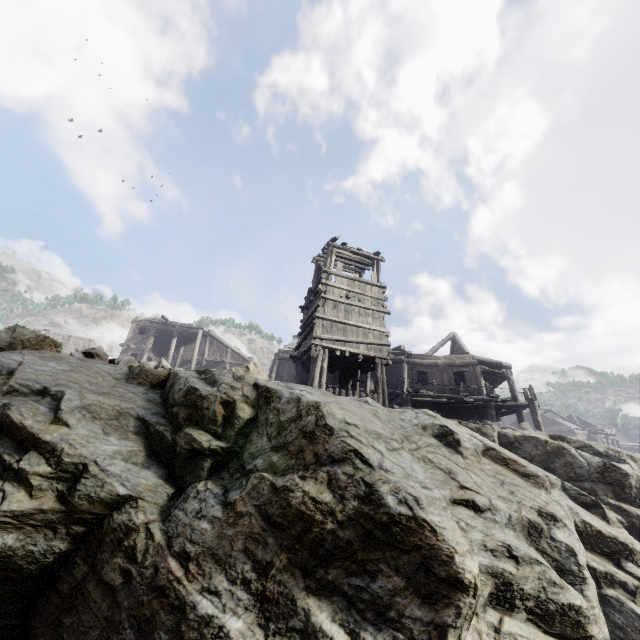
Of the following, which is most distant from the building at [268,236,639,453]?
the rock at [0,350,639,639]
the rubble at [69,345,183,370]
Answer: the rubble at [69,345,183,370]

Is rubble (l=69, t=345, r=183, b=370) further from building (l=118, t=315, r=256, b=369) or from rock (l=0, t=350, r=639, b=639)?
building (l=118, t=315, r=256, b=369)

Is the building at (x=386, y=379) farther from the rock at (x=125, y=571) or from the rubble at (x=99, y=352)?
the rubble at (x=99, y=352)

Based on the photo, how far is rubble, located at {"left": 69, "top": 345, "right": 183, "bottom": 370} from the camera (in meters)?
6.76

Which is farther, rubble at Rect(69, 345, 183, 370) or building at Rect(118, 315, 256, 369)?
building at Rect(118, 315, 256, 369)

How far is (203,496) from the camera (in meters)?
4.13

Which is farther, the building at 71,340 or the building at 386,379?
the building at 71,340
